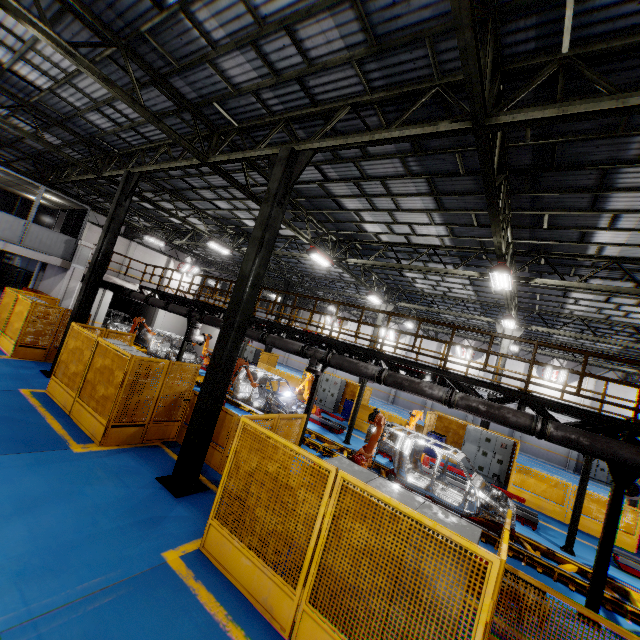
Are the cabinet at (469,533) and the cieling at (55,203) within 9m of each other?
no

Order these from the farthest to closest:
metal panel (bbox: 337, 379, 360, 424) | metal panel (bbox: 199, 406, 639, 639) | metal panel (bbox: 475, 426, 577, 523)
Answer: metal panel (bbox: 337, 379, 360, 424)
metal panel (bbox: 475, 426, 577, 523)
metal panel (bbox: 199, 406, 639, 639)

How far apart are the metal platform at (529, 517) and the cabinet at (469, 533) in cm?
917

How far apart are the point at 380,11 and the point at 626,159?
5.6m

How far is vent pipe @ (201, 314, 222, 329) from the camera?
13.88m

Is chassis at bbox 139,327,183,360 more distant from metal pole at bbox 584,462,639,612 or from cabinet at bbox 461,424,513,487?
cabinet at bbox 461,424,513,487

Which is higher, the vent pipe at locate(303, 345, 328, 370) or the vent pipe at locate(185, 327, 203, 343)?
the vent pipe at locate(303, 345, 328, 370)

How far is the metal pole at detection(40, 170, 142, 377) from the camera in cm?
1162
